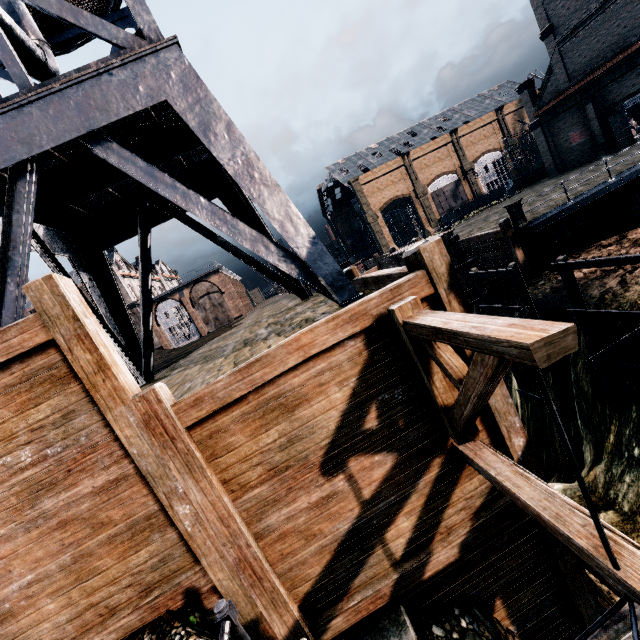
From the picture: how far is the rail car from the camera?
58.6 meters

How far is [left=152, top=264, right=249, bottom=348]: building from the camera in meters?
49.7 m

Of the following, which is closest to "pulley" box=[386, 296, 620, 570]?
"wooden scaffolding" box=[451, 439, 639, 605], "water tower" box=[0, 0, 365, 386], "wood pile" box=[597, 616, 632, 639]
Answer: "wooden scaffolding" box=[451, 439, 639, 605]

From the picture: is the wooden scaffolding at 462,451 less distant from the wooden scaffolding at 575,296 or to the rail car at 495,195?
the wooden scaffolding at 575,296

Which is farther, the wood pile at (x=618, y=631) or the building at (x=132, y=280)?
the building at (x=132, y=280)

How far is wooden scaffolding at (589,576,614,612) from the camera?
6.68m

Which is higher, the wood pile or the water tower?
the water tower

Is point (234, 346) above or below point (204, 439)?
above
